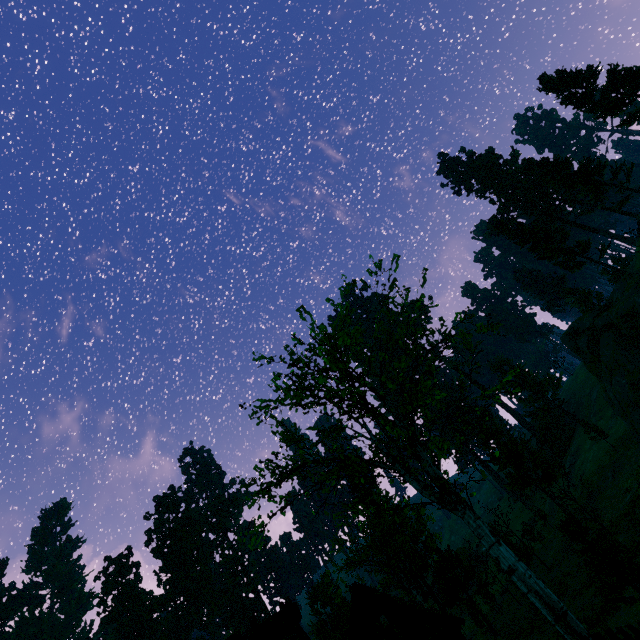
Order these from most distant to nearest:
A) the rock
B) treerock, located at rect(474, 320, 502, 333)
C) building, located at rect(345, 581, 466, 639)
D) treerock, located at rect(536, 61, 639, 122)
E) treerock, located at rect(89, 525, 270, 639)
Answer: treerock, located at rect(89, 525, 270, 639), treerock, located at rect(536, 61, 639, 122), the rock, building, located at rect(345, 581, 466, 639), treerock, located at rect(474, 320, 502, 333)

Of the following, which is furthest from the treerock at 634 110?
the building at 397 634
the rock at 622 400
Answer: the rock at 622 400

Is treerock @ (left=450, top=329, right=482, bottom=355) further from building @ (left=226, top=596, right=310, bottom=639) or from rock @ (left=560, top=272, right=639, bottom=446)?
rock @ (left=560, top=272, right=639, bottom=446)

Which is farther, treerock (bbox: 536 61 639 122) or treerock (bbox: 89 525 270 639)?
treerock (bbox: 89 525 270 639)

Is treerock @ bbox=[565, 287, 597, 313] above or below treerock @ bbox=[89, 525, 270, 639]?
below

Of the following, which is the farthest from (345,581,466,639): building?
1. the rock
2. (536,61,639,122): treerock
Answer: the rock

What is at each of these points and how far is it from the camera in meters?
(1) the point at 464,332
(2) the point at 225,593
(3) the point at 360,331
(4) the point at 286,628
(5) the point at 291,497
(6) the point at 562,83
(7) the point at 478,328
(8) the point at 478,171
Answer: (1) treerock, 16.2 m
(2) treerock, 55.4 m
(3) treerock, 10.3 m
(4) building, 11.9 m
(5) treerock, 12.2 m
(6) treerock, 33.8 m
(7) treerock, 15.7 m
(8) treerock, 60.0 m

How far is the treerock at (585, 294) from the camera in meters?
47.2
